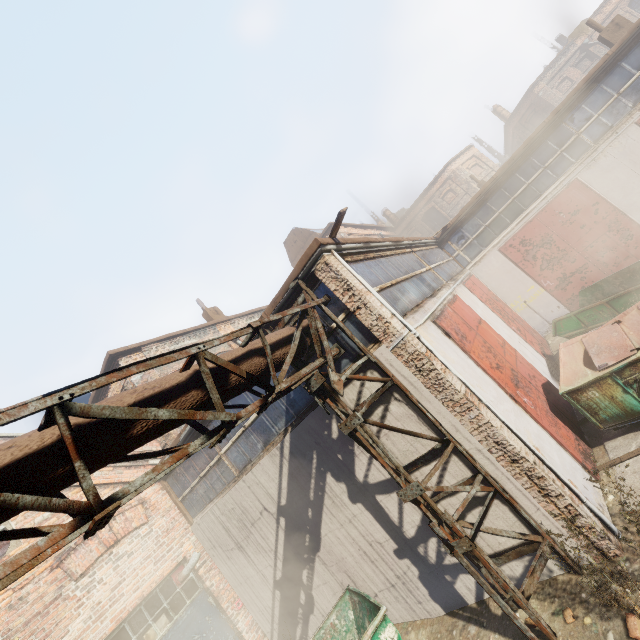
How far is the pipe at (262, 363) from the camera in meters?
4.4 m

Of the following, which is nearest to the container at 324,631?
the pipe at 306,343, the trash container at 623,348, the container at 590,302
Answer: the pipe at 306,343

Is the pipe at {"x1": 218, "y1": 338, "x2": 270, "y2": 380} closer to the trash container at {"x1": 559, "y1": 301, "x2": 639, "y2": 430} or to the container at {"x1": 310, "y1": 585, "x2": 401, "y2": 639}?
the container at {"x1": 310, "y1": 585, "x2": 401, "y2": 639}

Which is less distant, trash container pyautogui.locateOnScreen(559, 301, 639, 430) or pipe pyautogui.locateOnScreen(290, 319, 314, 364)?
pipe pyautogui.locateOnScreen(290, 319, 314, 364)

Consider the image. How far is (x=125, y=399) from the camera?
3.2m

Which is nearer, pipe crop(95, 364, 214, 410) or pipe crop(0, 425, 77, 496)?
pipe crop(0, 425, 77, 496)

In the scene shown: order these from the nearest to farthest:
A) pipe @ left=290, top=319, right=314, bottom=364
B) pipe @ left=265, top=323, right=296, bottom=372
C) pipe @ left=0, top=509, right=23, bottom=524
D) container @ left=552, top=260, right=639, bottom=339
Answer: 1. pipe @ left=0, top=509, right=23, bottom=524
2. pipe @ left=265, top=323, right=296, bottom=372
3. pipe @ left=290, top=319, right=314, bottom=364
4. container @ left=552, top=260, right=639, bottom=339

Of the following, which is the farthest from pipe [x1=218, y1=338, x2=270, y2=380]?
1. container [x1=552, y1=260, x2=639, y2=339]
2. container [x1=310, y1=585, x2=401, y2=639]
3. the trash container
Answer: container [x1=552, y1=260, x2=639, y2=339]
